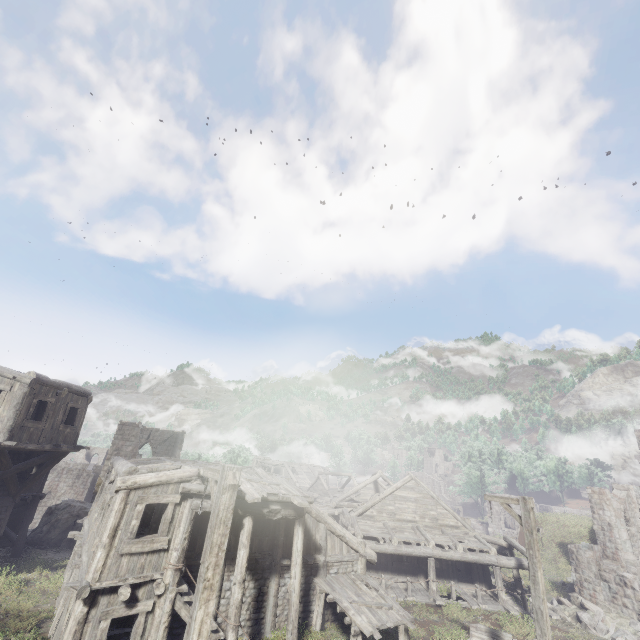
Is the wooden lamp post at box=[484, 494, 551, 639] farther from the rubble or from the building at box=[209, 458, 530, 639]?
the rubble

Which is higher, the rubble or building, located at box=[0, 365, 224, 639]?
building, located at box=[0, 365, 224, 639]

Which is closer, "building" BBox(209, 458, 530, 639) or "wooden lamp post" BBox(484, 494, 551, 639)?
"wooden lamp post" BBox(484, 494, 551, 639)

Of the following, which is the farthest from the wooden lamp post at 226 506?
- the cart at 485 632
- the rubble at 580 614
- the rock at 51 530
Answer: the rubble at 580 614

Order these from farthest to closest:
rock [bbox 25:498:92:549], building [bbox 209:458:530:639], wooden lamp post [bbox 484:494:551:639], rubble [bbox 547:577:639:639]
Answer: rock [bbox 25:498:92:549]
rubble [bbox 547:577:639:639]
building [bbox 209:458:530:639]
wooden lamp post [bbox 484:494:551:639]

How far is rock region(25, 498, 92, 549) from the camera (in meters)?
19.91

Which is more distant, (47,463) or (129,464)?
(47,463)

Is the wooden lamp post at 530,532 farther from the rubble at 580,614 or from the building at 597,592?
the rubble at 580,614
